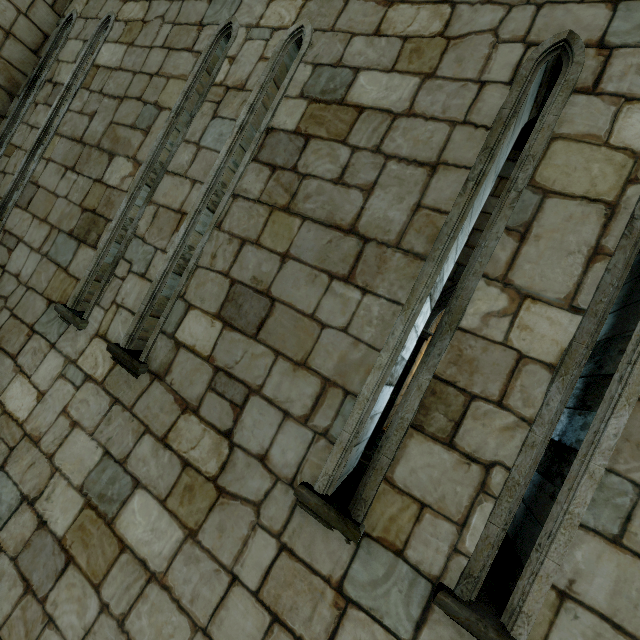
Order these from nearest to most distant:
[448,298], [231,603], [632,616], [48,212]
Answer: [632,616]
[231,603]
[48,212]
[448,298]
